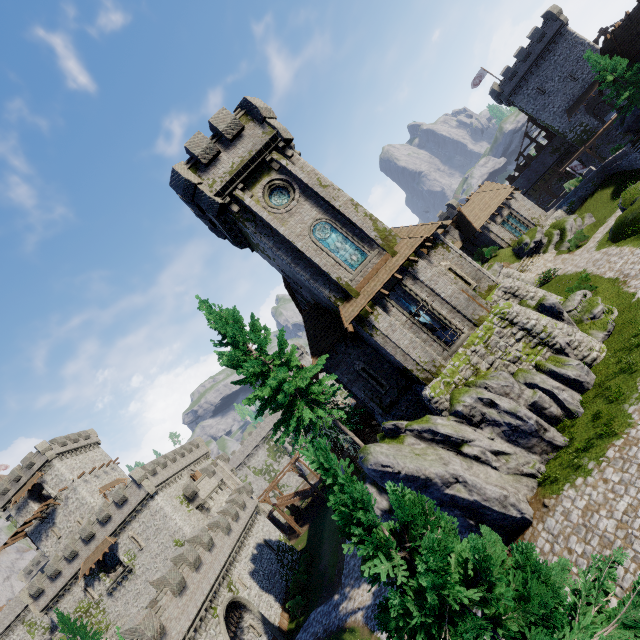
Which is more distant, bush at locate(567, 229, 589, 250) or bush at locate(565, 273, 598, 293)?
bush at locate(567, 229, 589, 250)

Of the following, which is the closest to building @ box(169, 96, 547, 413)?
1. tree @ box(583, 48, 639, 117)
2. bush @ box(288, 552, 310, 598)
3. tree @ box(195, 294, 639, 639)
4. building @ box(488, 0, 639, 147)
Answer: tree @ box(195, 294, 639, 639)

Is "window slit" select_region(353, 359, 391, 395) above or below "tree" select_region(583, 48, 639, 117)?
below

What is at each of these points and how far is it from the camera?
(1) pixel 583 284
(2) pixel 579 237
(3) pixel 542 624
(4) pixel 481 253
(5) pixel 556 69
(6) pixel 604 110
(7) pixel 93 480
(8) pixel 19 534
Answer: (1) bush, 20.81m
(2) bush, 28.41m
(3) tree, 6.19m
(4) bush, 39.06m
(5) building, 48.38m
(6) building, 53.09m
(7) building, 51.88m
(8) walkway, 47.69m

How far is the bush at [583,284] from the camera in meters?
20.0

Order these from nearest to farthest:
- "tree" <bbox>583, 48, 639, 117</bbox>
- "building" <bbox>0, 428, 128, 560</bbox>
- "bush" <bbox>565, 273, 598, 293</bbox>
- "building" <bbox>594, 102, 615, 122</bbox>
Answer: "bush" <bbox>565, 273, 598, 293</bbox>
"tree" <bbox>583, 48, 639, 117</bbox>
"building" <bbox>0, 428, 128, 560</bbox>
"building" <bbox>594, 102, 615, 122</bbox>

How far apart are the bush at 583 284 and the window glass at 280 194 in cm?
1898

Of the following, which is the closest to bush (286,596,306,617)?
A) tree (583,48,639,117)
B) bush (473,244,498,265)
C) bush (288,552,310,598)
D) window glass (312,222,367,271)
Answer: bush (288,552,310,598)
